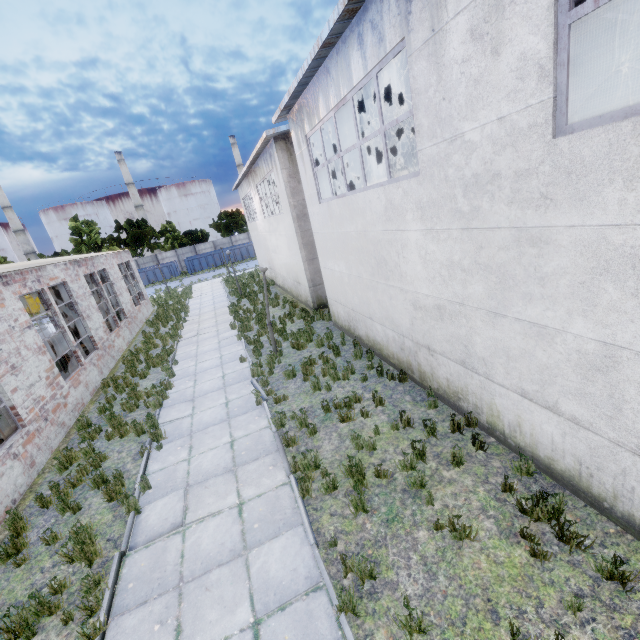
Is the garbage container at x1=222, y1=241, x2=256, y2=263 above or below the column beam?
below

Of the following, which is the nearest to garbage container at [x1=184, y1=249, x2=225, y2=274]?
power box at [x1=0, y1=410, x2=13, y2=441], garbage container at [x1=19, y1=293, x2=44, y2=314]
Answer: garbage container at [x1=19, y1=293, x2=44, y2=314]

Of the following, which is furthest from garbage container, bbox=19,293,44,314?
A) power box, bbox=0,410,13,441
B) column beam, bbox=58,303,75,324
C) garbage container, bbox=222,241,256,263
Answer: power box, bbox=0,410,13,441

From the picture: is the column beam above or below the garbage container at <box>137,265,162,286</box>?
above

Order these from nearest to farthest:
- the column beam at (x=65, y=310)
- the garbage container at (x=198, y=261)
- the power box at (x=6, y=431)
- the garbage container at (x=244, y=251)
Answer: the power box at (x=6, y=431) → the column beam at (x=65, y=310) → the garbage container at (x=198, y=261) → the garbage container at (x=244, y=251)

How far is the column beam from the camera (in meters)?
19.03

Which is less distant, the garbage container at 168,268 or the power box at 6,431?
the power box at 6,431

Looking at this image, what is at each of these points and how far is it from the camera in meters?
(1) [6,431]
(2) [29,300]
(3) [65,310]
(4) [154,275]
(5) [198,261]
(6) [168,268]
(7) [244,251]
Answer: (1) power box, 8.3
(2) garbage container, 39.7
(3) column beam, 19.1
(4) garbage container, 43.8
(5) garbage container, 45.2
(6) garbage container, 44.2
(7) garbage container, 46.9
